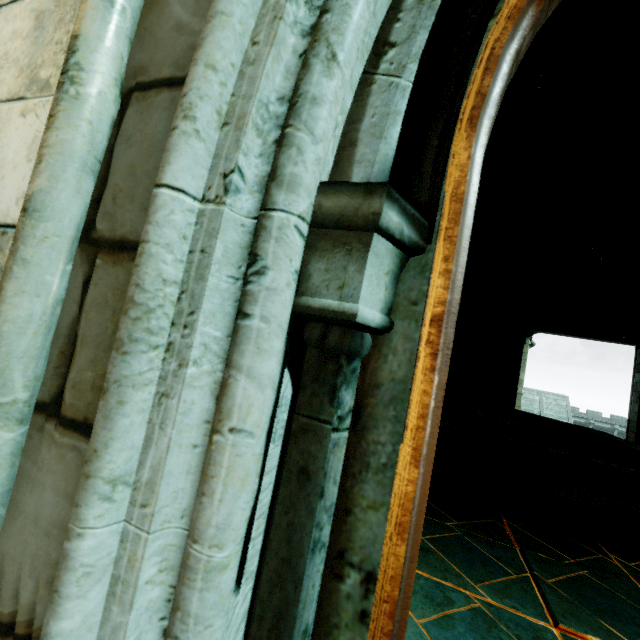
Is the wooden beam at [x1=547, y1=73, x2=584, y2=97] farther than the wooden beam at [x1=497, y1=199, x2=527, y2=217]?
No

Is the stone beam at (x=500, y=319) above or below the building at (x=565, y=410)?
above

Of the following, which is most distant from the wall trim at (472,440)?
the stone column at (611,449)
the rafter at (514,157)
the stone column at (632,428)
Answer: the rafter at (514,157)

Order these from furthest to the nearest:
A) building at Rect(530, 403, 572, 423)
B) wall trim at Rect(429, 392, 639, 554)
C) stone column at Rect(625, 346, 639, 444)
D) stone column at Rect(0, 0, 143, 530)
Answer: building at Rect(530, 403, 572, 423) < stone column at Rect(625, 346, 639, 444) < wall trim at Rect(429, 392, 639, 554) < stone column at Rect(0, 0, 143, 530)

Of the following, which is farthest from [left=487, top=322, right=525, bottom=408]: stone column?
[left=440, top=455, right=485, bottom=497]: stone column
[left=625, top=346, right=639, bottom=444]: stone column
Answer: [left=440, top=455, right=485, bottom=497]: stone column

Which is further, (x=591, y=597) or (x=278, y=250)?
(x=591, y=597)

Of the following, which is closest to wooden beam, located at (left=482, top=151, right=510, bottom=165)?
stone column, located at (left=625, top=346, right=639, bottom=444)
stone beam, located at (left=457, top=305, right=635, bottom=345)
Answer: stone beam, located at (left=457, top=305, right=635, bottom=345)

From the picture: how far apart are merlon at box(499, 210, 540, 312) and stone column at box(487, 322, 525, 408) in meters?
0.4 m
